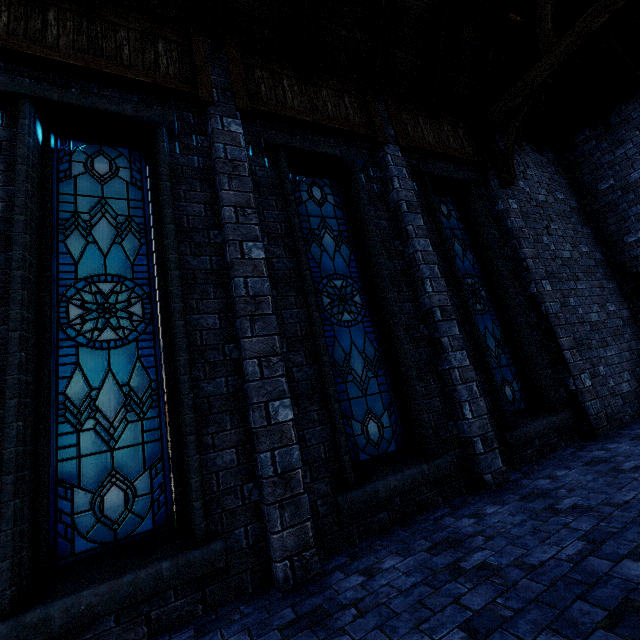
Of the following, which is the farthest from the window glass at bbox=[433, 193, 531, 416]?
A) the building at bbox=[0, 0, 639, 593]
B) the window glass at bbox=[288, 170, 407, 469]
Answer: the window glass at bbox=[288, 170, 407, 469]

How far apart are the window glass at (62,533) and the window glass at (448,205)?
4.9m

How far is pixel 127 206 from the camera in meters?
4.0

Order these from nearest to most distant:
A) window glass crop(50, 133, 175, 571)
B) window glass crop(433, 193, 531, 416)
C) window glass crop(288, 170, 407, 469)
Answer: window glass crop(50, 133, 175, 571), window glass crop(288, 170, 407, 469), window glass crop(433, 193, 531, 416)

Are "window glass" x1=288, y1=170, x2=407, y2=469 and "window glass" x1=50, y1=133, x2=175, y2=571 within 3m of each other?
yes

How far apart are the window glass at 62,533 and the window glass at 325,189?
1.8 meters

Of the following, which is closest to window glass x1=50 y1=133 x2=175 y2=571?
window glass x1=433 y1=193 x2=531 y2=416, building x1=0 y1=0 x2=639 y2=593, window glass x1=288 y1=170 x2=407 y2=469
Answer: building x1=0 y1=0 x2=639 y2=593

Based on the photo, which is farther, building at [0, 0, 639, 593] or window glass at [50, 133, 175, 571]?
building at [0, 0, 639, 593]
